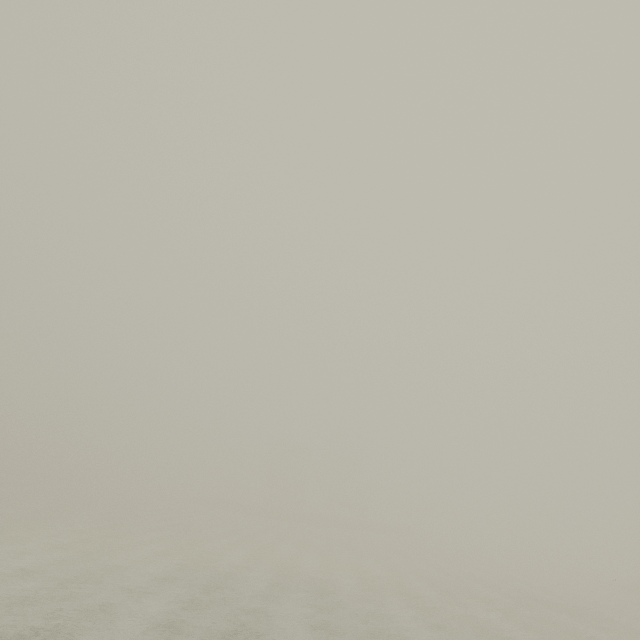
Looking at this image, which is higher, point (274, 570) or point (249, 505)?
point (249, 505)
